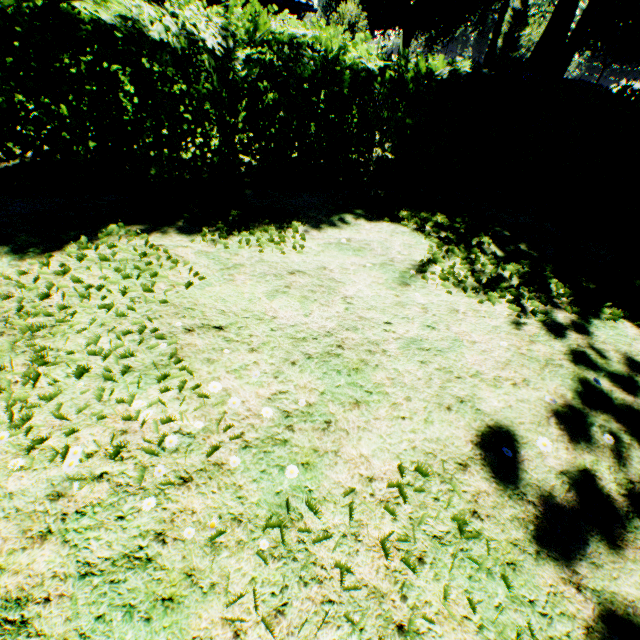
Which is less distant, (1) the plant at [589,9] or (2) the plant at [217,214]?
(2) the plant at [217,214]

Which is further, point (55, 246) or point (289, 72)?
point (289, 72)

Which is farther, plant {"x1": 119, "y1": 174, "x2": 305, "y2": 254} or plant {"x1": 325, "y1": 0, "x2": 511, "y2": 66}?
plant {"x1": 325, "y1": 0, "x2": 511, "y2": 66}

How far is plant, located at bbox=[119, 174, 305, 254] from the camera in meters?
4.1 m

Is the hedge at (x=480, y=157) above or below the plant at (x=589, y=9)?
below

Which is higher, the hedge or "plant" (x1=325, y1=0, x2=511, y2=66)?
"plant" (x1=325, y1=0, x2=511, y2=66)
